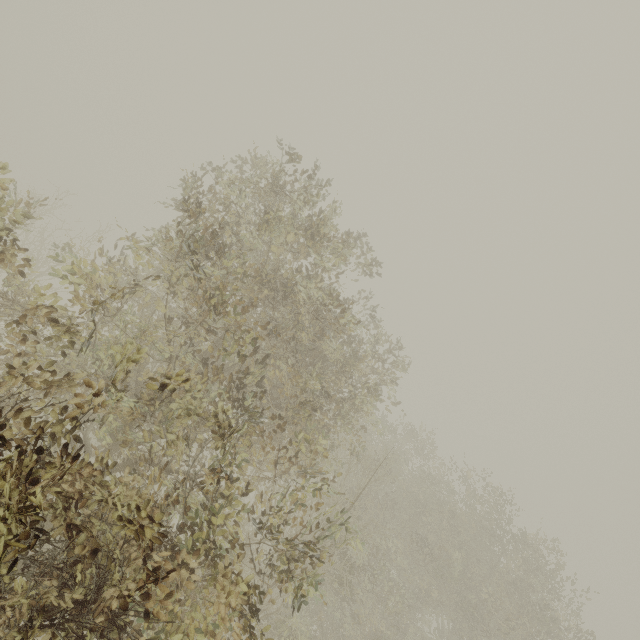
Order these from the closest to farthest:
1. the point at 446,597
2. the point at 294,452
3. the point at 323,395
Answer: the point at 323,395 < the point at 294,452 < the point at 446,597
